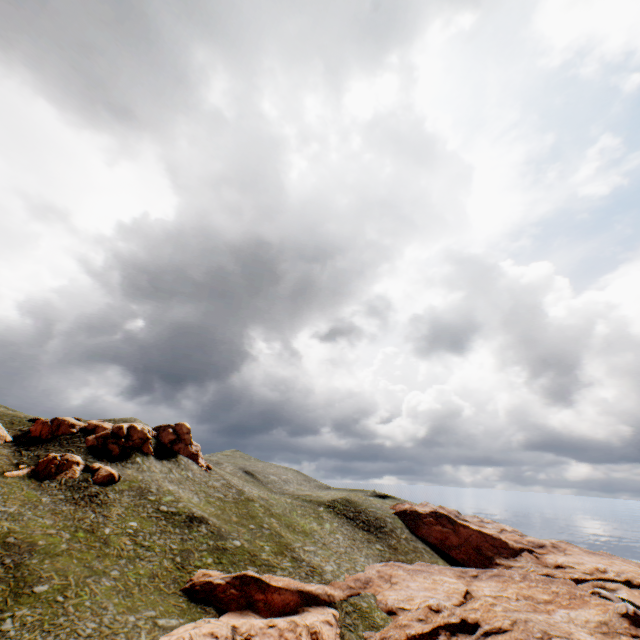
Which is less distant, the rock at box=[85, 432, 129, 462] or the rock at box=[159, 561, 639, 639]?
the rock at box=[159, 561, 639, 639]

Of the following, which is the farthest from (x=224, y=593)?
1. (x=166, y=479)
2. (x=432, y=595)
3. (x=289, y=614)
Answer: (x=166, y=479)

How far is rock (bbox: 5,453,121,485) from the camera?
49.0 meters

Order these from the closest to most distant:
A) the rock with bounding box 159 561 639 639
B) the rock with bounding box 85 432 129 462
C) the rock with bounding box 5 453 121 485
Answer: the rock with bounding box 159 561 639 639
the rock with bounding box 5 453 121 485
the rock with bounding box 85 432 129 462

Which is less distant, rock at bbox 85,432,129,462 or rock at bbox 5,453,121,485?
rock at bbox 5,453,121,485

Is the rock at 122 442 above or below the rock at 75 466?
above

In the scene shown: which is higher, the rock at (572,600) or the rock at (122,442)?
the rock at (122,442)
